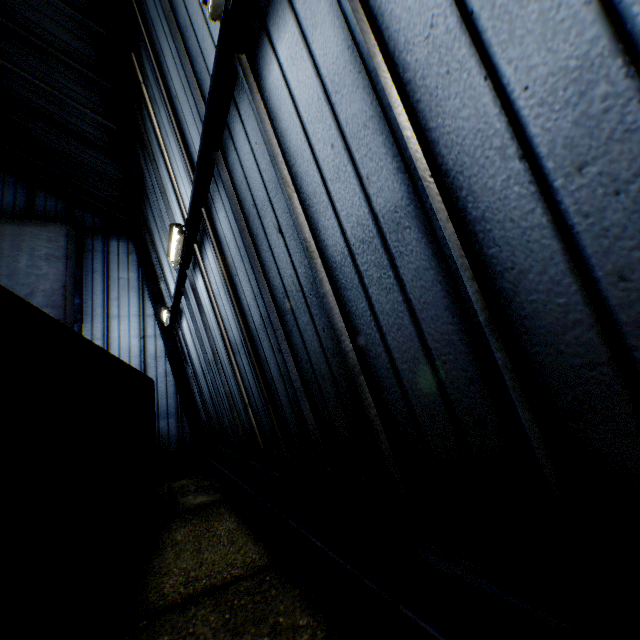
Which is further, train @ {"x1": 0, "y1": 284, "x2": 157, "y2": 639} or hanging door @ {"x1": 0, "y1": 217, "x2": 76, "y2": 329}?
hanging door @ {"x1": 0, "y1": 217, "x2": 76, "y2": 329}

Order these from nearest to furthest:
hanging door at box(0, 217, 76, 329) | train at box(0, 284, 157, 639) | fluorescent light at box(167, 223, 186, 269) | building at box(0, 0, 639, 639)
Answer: building at box(0, 0, 639, 639) → train at box(0, 284, 157, 639) → fluorescent light at box(167, 223, 186, 269) → hanging door at box(0, 217, 76, 329)

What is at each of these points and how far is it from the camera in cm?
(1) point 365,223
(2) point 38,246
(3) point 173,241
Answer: (1) building, 250
(2) hanging door, 1230
(3) fluorescent light, 677

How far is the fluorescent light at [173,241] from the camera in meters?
6.3 m

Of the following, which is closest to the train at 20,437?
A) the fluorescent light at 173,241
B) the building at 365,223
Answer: the building at 365,223

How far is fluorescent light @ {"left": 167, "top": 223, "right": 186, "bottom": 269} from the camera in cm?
626

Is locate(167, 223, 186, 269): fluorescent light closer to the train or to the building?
the building

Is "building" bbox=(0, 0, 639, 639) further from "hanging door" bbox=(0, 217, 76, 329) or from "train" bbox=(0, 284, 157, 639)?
"train" bbox=(0, 284, 157, 639)
